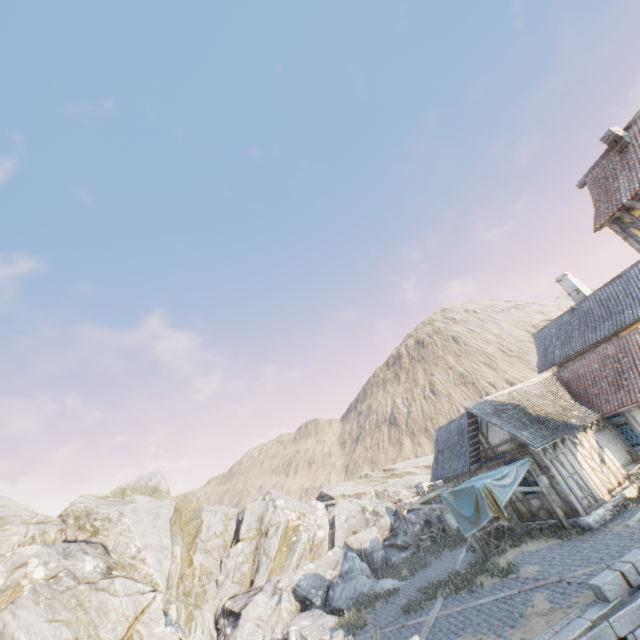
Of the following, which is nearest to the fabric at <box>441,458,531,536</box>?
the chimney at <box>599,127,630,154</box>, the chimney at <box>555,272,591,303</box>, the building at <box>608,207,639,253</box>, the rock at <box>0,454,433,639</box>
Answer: the rock at <box>0,454,433,639</box>

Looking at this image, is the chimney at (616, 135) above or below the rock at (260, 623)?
above

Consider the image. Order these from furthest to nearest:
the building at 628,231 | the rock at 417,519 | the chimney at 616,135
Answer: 1. the rock at 417,519
2. the chimney at 616,135
3. the building at 628,231

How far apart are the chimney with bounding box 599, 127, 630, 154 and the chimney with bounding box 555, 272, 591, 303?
12.44m

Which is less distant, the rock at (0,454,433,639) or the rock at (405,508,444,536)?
the rock at (0,454,433,639)

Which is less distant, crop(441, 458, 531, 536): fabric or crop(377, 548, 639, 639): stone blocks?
crop(377, 548, 639, 639): stone blocks

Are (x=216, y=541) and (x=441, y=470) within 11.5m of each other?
no

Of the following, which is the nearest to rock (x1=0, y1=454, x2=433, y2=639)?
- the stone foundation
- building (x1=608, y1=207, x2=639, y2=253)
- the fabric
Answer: the stone foundation
